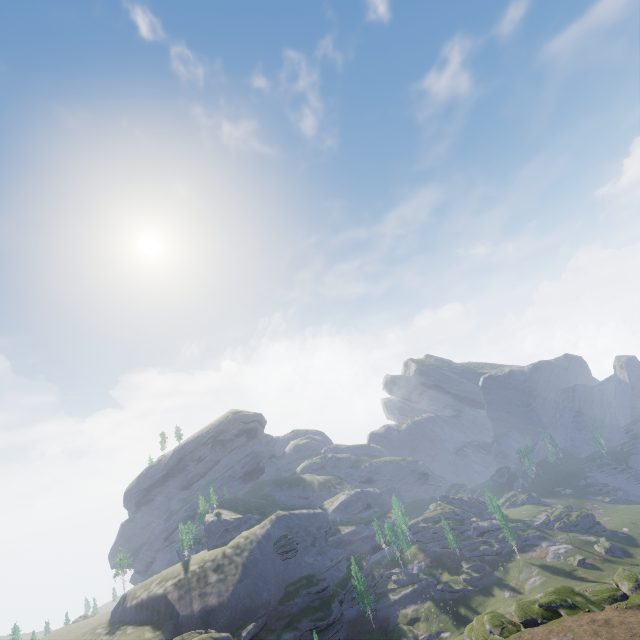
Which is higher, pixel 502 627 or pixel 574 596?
pixel 502 627
